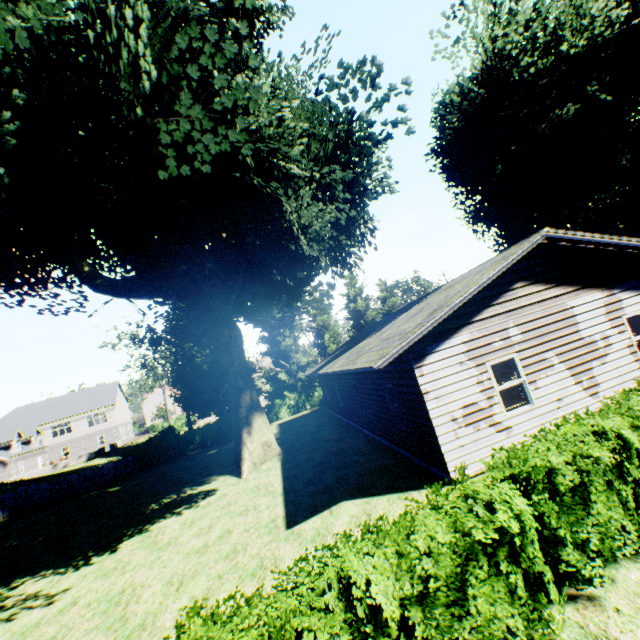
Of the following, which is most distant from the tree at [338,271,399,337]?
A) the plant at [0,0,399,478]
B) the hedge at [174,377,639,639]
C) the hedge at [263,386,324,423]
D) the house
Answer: the hedge at [174,377,639,639]

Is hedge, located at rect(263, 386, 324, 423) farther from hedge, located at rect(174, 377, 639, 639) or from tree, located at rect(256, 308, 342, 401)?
hedge, located at rect(174, 377, 639, 639)

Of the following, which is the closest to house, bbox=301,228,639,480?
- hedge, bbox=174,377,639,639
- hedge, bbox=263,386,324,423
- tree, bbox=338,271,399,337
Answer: hedge, bbox=174,377,639,639

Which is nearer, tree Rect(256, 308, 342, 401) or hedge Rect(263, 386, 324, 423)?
hedge Rect(263, 386, 324, 423)

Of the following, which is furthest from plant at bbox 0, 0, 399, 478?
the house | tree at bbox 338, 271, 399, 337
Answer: the house

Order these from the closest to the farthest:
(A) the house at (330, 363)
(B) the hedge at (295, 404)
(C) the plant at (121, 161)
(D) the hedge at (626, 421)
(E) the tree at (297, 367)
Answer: (D) the hedge at (626, 421)
(C) the plant at (121, 161)
(A) the house at (330, 363)
(B) the hedge at (295, 404)
(E) the tree at (297, 367)

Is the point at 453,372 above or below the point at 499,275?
below

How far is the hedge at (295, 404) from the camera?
31.3m
